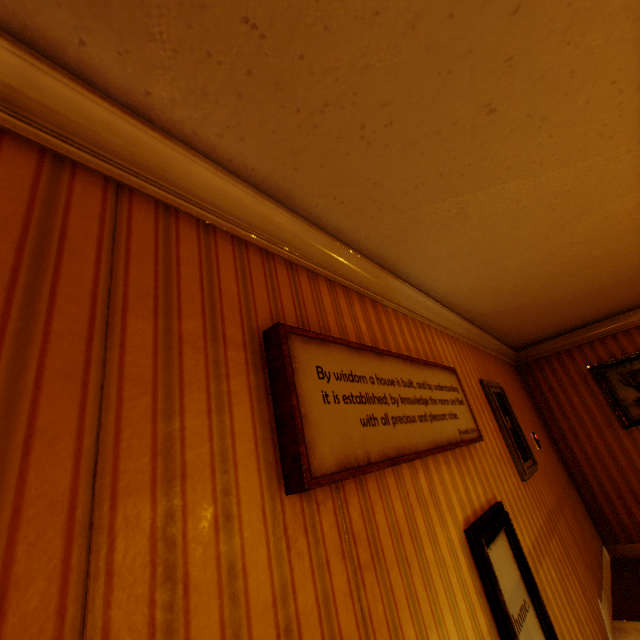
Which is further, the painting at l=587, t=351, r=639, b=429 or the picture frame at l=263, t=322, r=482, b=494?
the painting at l=587, t=351, r=639, b=429

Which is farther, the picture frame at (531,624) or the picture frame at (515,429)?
the picture frame at (515,429)

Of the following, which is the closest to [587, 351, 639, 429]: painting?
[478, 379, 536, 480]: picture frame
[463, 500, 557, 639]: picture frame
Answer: [478, 379, 536, 480]: picture frame

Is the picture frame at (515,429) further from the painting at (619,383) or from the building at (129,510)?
the painting at (619,383)

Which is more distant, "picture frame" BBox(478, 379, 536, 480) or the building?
"picture frame" BBox(478, 379, 536, 480)

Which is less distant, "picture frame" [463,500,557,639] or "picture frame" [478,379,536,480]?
"picture frame" [463,500,557,639]

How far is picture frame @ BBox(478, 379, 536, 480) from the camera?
3.14m

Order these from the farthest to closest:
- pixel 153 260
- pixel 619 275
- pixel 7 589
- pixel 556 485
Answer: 1. pixel 556 485
2. pixel 619 275
3. pixel 153 260
4. pixel 7 589
